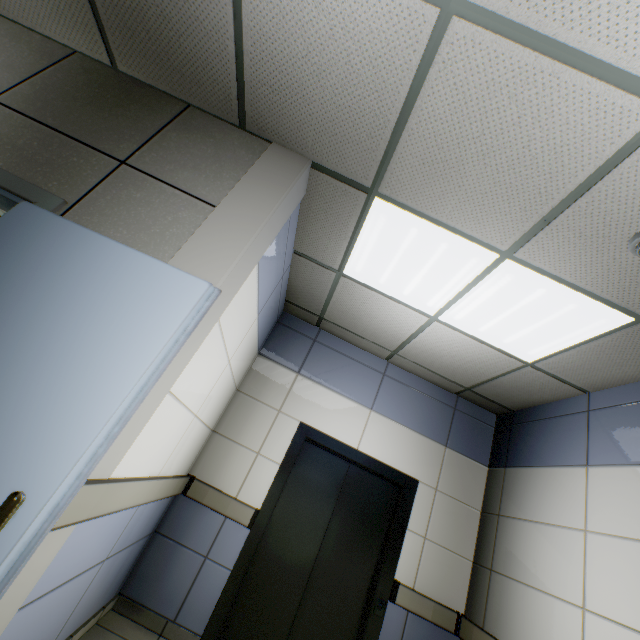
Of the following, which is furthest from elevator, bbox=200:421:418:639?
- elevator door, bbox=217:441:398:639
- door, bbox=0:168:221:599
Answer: door, bbox=0:168:221:599

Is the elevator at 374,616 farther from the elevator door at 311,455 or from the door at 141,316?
the door at 141,316

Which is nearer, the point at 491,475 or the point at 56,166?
the point at 56,166

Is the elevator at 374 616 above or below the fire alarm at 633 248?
below

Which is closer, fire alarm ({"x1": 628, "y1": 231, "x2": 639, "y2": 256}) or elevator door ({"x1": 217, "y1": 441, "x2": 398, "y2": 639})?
fire alarm ({"x1": 628, "y1": 231, "x2": 639, "y2": 256})

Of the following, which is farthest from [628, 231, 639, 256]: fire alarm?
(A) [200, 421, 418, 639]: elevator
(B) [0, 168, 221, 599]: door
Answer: (A) [200, 421, 418, 639]: elevator

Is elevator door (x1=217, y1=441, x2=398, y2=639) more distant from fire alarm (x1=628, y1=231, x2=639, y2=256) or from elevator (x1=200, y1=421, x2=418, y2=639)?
fire alarm (x1=628, y1=231, x2=639, y2=256)
